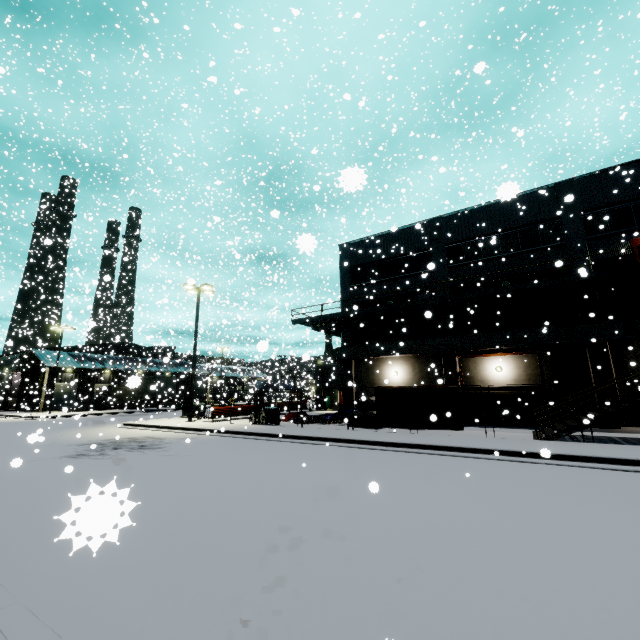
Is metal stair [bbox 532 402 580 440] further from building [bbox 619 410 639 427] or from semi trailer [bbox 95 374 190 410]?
semi trailer [bbox 95 374 190 410]

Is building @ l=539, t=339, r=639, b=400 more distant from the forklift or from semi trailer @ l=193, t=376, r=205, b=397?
the forklift

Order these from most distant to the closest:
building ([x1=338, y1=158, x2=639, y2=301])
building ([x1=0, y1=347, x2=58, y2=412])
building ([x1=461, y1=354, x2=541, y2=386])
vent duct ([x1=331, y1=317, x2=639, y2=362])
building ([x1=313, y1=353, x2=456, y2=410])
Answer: building ([x1=0, y1=347, x2=58, y2=412])
building ([x1=313, y1=353, x2=456, y2=410])
building ([x1=461, y1=354, x2=541, y2=386])
building ([x1=338, y1=158, x2=639, y2=301])
vent duct ([x1=331, y1=317, x2=639, y2=362])

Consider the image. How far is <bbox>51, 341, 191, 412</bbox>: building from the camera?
38.4 meters

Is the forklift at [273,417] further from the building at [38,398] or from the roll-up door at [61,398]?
the roll-up door at [61,398]

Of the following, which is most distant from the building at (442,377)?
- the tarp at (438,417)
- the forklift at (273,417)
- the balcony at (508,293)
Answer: the forklift at (273,417)

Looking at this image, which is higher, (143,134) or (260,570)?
(143,134)

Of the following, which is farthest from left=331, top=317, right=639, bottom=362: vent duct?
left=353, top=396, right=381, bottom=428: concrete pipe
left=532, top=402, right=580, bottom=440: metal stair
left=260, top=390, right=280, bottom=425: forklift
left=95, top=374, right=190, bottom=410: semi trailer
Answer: left=260, top=390, right=280, bottom=425: forklift
